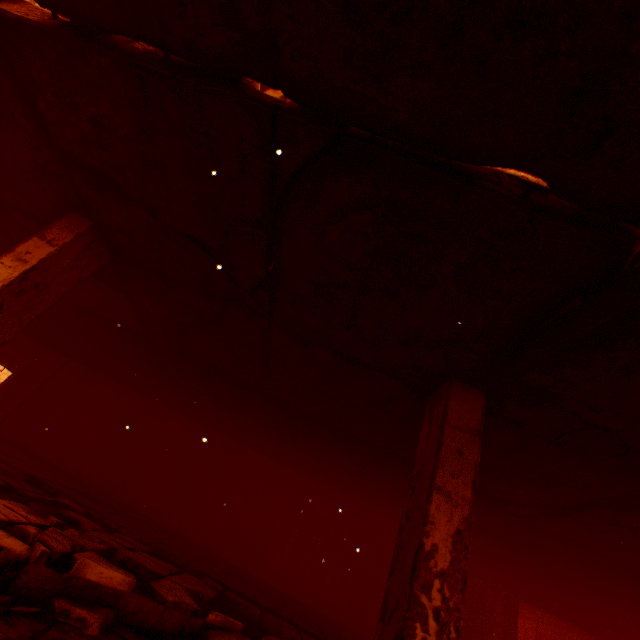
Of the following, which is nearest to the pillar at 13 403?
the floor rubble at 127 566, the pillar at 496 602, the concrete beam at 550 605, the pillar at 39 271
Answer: the floor rubble at 127 566

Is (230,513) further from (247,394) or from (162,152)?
(162,152)

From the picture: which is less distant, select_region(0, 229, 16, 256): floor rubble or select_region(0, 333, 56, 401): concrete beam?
select_region(0, 229, 16, 256): floor rubble

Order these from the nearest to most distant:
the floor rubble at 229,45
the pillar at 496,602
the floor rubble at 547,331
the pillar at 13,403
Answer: the floor rubble at 229,45 → the floor rubble at 547,331 → the pillar at 496,602 → the pillar at 13,403

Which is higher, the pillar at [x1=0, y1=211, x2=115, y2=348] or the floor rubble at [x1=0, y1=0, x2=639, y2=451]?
the floor rubble at [x1=0, y1=0, x2=639, y2=451]

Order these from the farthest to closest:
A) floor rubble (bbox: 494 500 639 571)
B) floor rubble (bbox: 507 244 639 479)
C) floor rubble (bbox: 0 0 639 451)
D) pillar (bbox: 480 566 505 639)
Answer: pillar (bbox: 480 566 505 639) → floor rubble (bbox: 494 500 639 571) → floor rubble (bbox: 507 244 639 479) → floor rubble (bbox: 0 0 639 451)

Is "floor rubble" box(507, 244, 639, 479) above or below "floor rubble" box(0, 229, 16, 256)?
below

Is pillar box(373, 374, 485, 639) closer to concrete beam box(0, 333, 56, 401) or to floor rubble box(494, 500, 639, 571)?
floor rubble box(494, 500, 639, 571)
